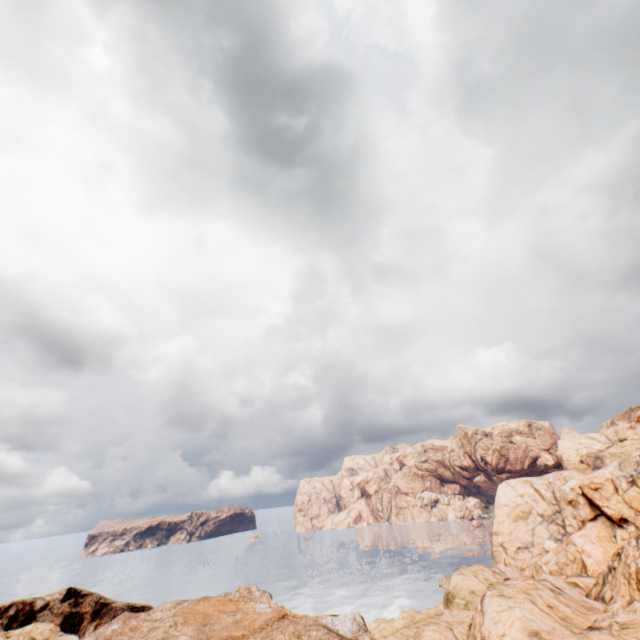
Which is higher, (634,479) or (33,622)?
(634,479)
